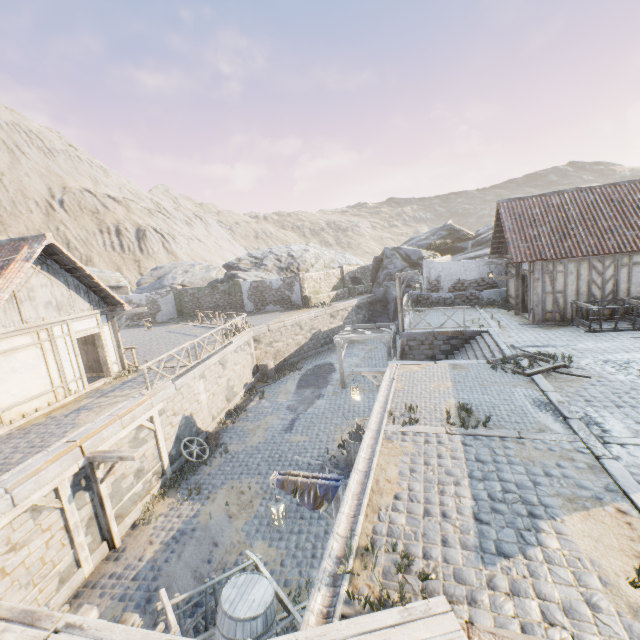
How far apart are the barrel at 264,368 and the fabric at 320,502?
14.4m

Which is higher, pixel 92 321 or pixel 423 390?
pixel 92 321

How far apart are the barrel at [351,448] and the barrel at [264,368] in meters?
10.4 m

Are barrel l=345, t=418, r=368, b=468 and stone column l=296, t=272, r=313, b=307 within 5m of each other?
no

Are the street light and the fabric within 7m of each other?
yes

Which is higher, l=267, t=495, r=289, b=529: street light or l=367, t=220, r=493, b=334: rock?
l=367, t=220, r=493, b=334: rock

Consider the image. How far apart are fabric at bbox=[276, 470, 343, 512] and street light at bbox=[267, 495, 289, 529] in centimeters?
28cm

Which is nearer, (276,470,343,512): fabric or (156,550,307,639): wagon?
(156,550,307,639): wagon
